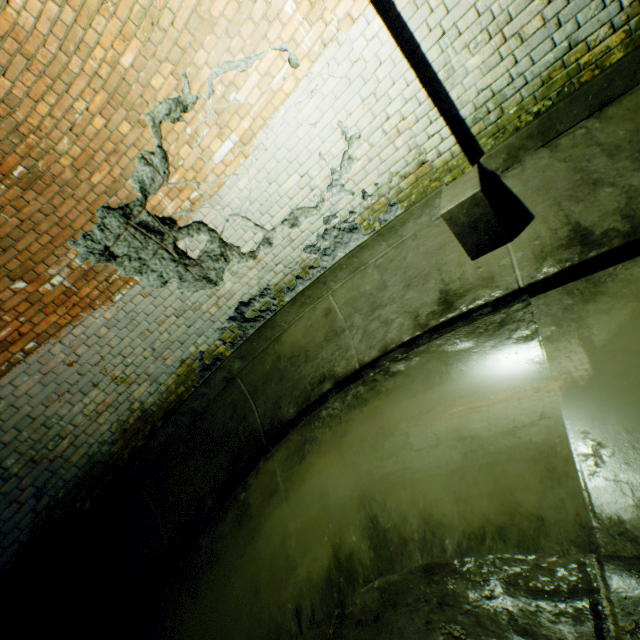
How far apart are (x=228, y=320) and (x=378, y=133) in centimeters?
288cm

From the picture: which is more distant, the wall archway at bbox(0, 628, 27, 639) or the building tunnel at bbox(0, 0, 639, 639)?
the wall archway at bbox(0, 628, 27, 639)

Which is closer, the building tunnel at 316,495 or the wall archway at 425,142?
the building tunnel at 316,495
